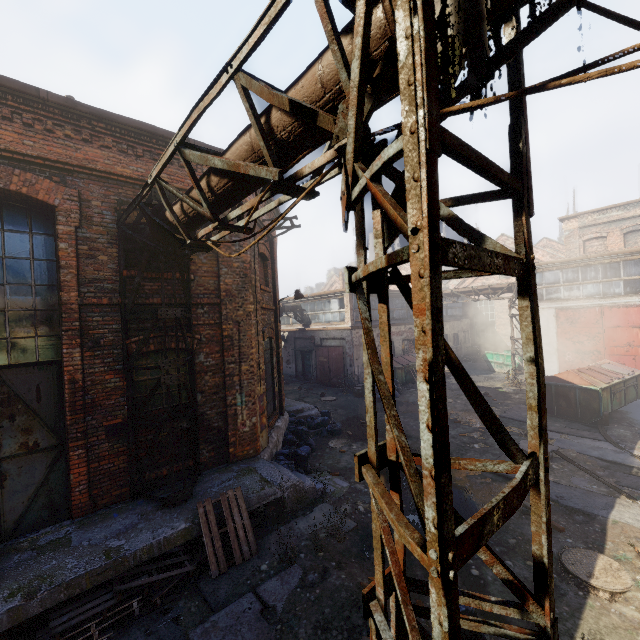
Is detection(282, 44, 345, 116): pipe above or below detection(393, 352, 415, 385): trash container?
above

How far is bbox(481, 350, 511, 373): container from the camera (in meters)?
21.86

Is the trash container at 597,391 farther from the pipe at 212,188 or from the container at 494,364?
the pipe at 212,188

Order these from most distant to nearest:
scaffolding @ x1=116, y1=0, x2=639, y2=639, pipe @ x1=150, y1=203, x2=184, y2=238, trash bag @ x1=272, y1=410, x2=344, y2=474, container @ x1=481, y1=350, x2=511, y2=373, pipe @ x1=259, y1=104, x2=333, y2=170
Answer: container @ x1=481, y1=350, x2=511, y2=373, trash bag @ x1=272, y1=410, x2=344, y2=474, pipe @ x1=150, y1=203, x2=184, y2=238, pipe @ x1=259, y1=104, x2=333, y2=170, scaffolding @ x1=116, y1=0, x2=639, y2=639

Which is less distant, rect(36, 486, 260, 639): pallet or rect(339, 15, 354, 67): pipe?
rect(339, 15, 354, 67): pipe

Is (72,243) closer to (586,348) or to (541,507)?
(541,507)

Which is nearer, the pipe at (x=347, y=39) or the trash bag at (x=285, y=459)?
the pipe at (x=347, y=39)
